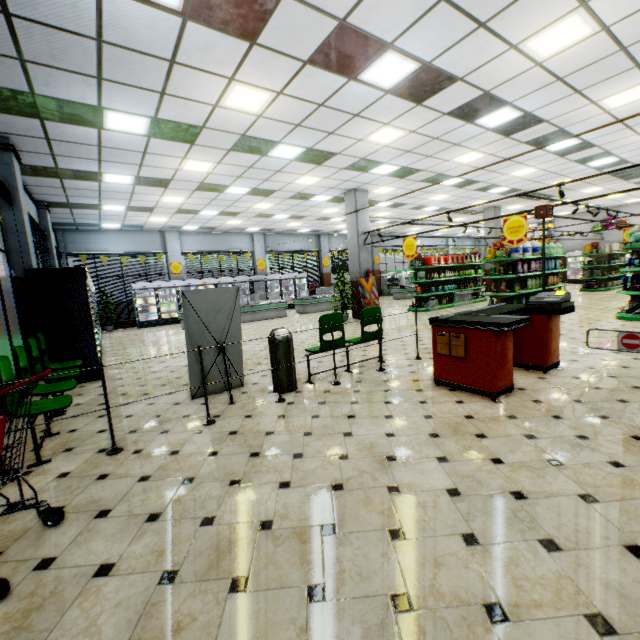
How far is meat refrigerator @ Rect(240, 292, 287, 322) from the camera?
14.92m

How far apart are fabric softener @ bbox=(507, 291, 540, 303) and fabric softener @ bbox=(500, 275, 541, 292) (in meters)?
0.16

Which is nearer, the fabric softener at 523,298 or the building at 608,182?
the fabric softener at 523,298

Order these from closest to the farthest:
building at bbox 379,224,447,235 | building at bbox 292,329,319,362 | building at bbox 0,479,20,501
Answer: building at bbox 0,479,20,501, building at bbox 292,329,319,362, building at bbox 379,224,447,235

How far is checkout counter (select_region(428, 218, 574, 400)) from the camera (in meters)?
3.96

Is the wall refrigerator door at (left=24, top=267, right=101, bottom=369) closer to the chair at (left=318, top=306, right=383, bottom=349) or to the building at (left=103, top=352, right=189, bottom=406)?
the building at (left=103, top=352, right=189, bottom=406)

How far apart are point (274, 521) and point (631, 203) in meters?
28.7 m

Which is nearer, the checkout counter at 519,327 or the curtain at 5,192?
the checkout counter at 519,327
